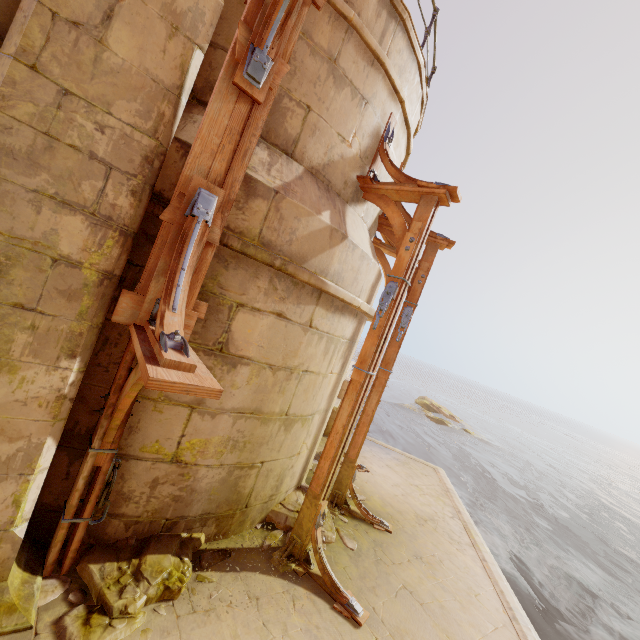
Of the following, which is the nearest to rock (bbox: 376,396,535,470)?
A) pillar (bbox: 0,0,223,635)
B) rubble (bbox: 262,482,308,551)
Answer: rubble (bbox: 262,482,308,551)

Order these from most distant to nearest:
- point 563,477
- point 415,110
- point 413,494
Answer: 1. point 563,477
2. point 413,494
3. point 415,110

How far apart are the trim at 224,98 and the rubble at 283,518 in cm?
325

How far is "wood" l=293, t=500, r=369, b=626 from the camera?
3.5m

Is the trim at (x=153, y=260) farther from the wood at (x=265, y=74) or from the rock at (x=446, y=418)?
→ the rock at (x=446, y=418)

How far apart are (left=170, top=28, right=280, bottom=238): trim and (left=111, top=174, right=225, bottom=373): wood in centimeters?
2cm

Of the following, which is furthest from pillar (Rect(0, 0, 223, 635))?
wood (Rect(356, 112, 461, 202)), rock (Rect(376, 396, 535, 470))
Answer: rock (Rect(376, 396, 535, 470))

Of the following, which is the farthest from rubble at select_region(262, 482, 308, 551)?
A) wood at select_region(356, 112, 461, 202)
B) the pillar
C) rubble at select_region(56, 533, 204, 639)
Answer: wood at select_region(356, 112, 461, 202)
